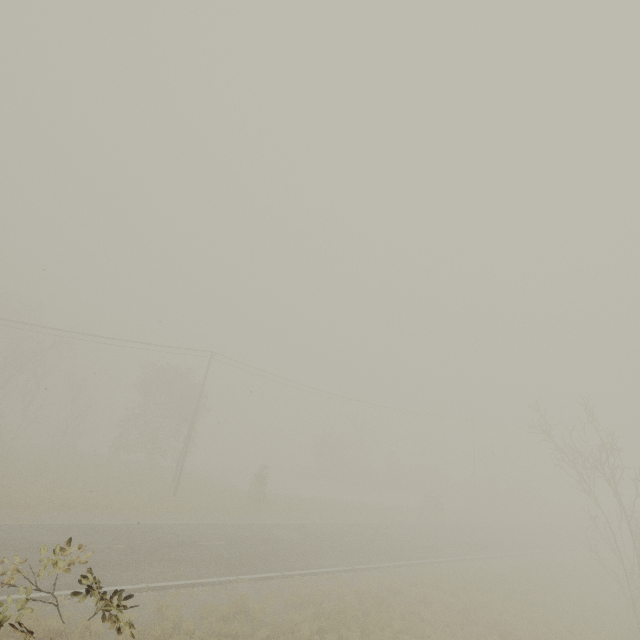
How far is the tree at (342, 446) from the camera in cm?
4816

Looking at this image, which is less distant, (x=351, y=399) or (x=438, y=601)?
(x=438, y=601)

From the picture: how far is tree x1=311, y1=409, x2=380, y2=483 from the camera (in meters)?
48.16
